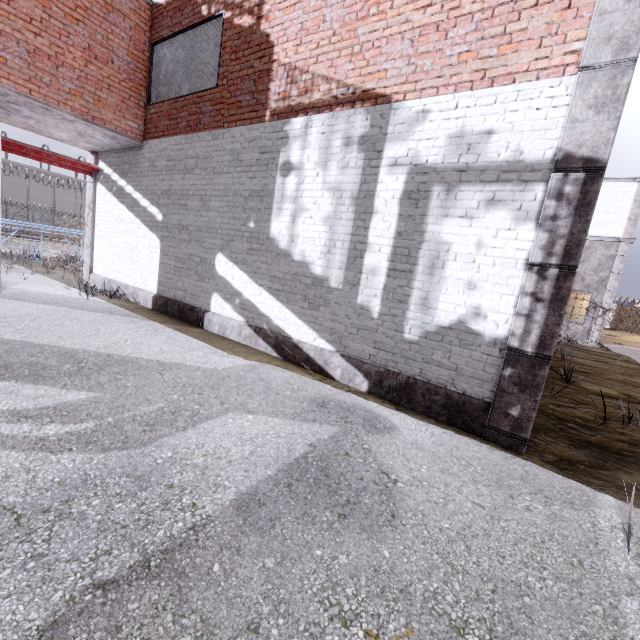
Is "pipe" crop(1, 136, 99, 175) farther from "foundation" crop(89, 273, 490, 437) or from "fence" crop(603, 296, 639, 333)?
"foundation" crop(89, 273, 490, 437)

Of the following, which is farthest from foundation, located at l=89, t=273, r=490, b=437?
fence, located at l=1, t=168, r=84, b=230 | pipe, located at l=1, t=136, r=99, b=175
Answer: pipe, located at l=1, t=136, r=99, b=175

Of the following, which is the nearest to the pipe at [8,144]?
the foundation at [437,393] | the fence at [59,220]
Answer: the fence at [59,220]

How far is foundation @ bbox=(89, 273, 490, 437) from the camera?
4.12m

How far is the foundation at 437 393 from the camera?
4.1 meters

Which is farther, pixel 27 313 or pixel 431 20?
pixel 27 313

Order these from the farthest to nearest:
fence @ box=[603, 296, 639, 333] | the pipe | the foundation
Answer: fence @ box=[603, 296, 639, 333]
the pipe
the foundation

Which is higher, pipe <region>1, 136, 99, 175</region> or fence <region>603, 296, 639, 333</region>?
pipe <region>1, 136, 99, 175</region>
